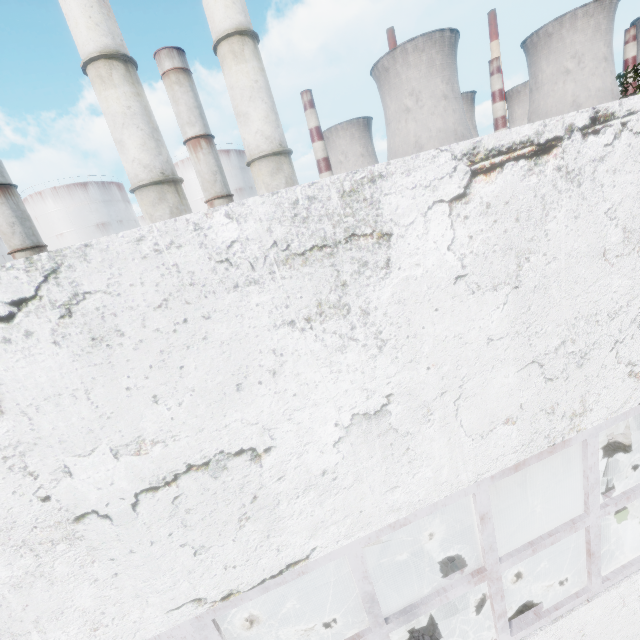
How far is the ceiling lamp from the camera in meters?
7.9 m

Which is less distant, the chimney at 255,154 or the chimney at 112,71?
the chimney at 112,71

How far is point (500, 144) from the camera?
2.2m

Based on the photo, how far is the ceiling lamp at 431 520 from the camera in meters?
7.9 m

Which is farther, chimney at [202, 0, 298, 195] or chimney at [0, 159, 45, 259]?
chimney at [0, 159, 45, 259]

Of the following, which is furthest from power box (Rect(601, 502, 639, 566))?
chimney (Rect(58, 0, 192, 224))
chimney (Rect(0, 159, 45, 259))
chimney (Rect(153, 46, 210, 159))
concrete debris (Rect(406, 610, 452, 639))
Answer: chimney (Rect(0, 159, 45, 259))

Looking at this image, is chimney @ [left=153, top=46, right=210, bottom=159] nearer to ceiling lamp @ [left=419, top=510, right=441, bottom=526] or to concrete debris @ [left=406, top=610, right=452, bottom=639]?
ceiling lamp @ [left=419, top=510, right=441, bottom=526]

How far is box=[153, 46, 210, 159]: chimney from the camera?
55.56m
